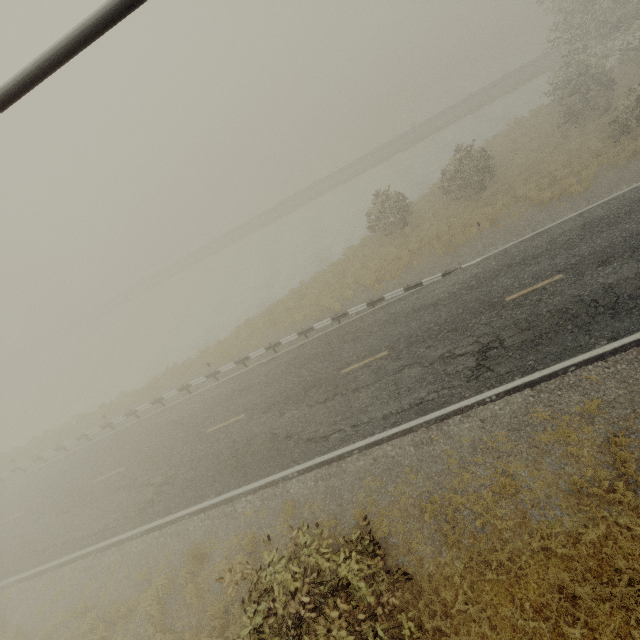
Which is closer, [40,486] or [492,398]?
[492,398]
